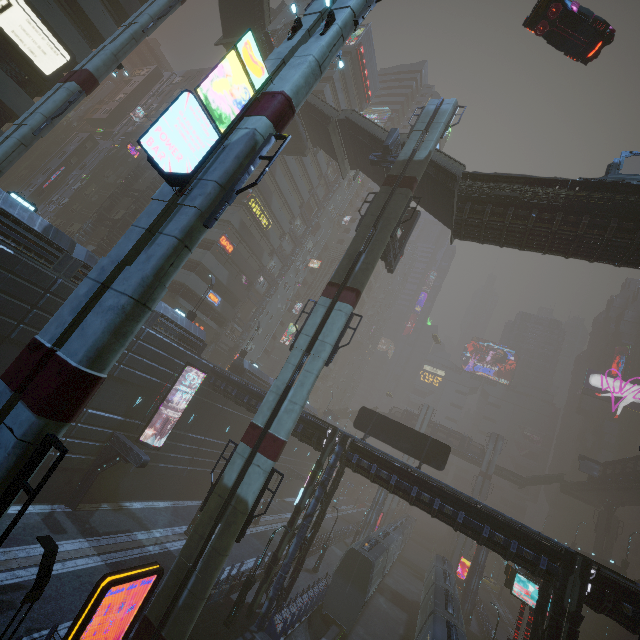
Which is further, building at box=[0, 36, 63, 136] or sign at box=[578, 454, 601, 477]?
sign at box=[578, 454, 601, 477]

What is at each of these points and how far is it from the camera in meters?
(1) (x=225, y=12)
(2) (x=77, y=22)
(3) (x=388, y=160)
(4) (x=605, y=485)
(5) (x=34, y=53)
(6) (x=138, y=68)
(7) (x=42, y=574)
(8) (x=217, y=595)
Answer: (1) stairs, 28.9 m
(2) building, 23.9 m
(3) building structure, 23.8 m
(4) bridge, 47.1 m
(5) sign, 21.4 m
(6) building, 49.7 m
(7) street light, 8.0 m
(8) building, 19.0 m

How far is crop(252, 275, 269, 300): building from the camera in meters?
49.1 m

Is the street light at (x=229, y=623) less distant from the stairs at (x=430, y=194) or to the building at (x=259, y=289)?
the building at (x=259, y=289)

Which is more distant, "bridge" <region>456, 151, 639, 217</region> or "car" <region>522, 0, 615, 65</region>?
"bridge" <region>456, 151, 639, 217</region>

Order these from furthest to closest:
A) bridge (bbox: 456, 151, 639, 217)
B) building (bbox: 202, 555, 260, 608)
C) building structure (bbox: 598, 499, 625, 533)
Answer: building structure (bbox: 598, 499, 625, 533) < building (bbox: 202, 555, 260, 608) < bridge (bbox: 456, 151, 639, 217)

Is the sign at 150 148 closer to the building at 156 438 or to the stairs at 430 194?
the building at 156 438

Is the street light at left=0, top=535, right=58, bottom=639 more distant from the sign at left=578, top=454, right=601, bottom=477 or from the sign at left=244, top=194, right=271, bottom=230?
the sign at left=578, top=454, right=601, bottom=477
